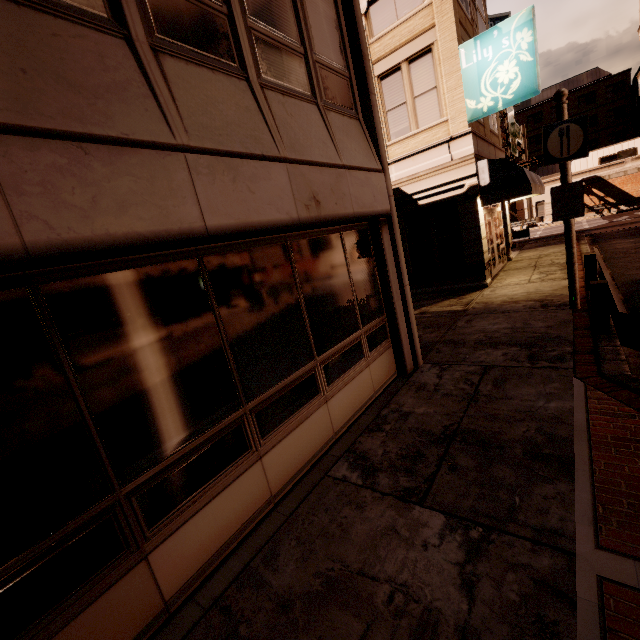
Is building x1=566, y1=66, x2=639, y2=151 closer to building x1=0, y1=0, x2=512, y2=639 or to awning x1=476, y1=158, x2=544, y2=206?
awning x1=476, y1=158, x2=544, y2=206

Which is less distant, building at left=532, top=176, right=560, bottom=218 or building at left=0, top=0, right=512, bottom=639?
building at left=0, top=0, right=512, bottom=639

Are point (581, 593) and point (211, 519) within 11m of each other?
yes

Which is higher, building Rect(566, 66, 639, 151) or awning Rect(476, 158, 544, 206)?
building Rect(566, 66, 639, 151)

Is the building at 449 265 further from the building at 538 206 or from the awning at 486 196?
the building at 538 206
